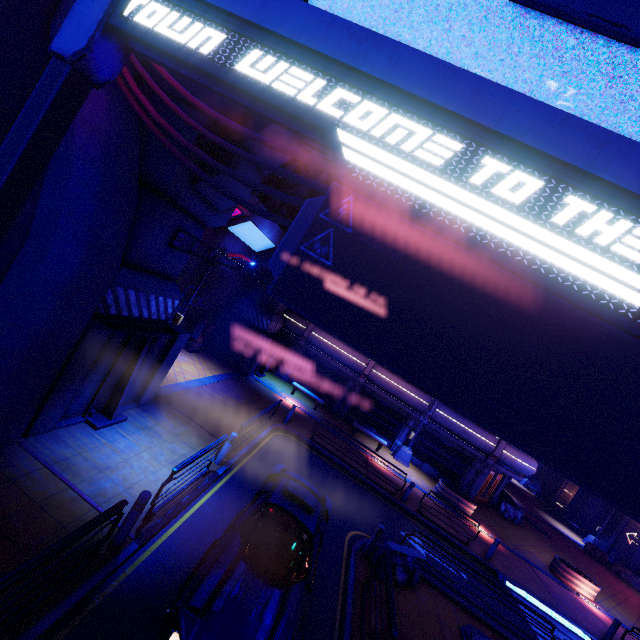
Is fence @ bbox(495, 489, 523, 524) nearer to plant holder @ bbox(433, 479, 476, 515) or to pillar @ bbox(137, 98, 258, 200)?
plant holder @ bbox(433, 479, 476, 515)

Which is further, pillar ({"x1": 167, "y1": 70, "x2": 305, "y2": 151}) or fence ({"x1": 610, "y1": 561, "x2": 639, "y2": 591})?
fence ({"x1": 610, "y1": 561, "x2": 639, "y2": 591})

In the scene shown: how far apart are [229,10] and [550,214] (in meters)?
2.33

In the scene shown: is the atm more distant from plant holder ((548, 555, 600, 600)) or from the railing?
plant holder ((548, 555, 600, 600))

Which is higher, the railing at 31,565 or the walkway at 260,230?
the walkway at 260,230

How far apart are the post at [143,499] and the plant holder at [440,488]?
17.54m

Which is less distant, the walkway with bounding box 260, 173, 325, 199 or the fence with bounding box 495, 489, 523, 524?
the walkway with bounding box 260, 173, 325, 199

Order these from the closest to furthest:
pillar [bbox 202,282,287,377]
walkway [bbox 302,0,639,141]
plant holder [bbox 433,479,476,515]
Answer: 1. walkway [bbox 302,0,639,141]
2. plant holder [bbox 433,479,476,515]
3. pillar [bbox 202,282,287,377]
